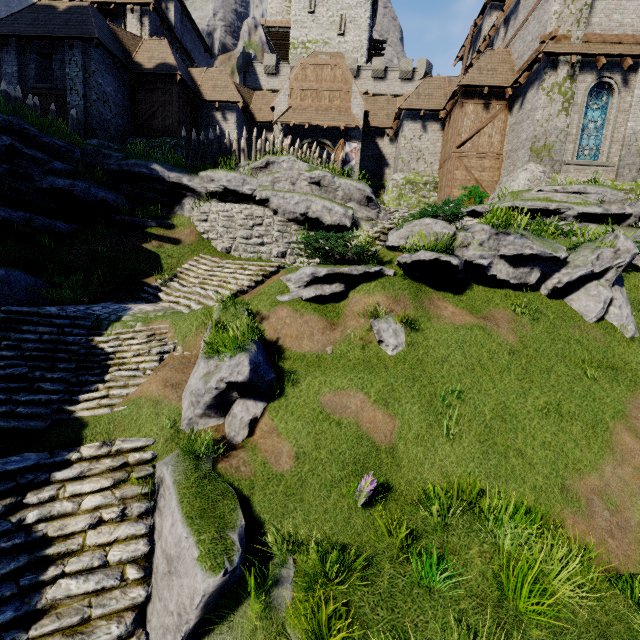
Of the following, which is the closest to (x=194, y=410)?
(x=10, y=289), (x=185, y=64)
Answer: (x=10, y=289)

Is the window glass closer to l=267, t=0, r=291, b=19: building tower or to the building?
the building

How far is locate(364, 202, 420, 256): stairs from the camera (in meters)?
11.77

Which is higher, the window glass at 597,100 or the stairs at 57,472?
the window glass at 597,100

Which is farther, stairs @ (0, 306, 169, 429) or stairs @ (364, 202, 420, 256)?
stairs @ (364, 202, 420, 256)

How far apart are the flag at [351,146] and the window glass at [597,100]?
12.5m

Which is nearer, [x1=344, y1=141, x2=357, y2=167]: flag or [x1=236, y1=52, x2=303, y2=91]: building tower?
[x1=344, y1=141, x2=357, y2=167]: flag

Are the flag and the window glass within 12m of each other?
no
